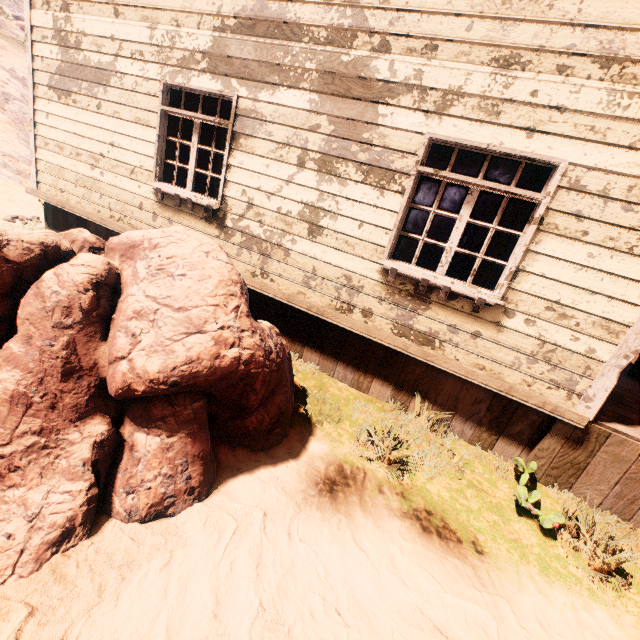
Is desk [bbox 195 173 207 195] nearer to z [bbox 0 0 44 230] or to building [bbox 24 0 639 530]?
building [bbox 24 0 639 530]

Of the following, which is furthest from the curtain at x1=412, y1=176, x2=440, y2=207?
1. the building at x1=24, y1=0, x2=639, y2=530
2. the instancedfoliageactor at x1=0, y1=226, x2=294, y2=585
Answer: the instancedfoliageactor at x1=0, y1=226, x2=294, y2=585

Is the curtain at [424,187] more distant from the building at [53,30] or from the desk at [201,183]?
the desk at [201,183]

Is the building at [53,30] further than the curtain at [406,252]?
No

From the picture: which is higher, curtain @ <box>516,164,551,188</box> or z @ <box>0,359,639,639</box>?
curtain @ <box>516,164,551,188</box>

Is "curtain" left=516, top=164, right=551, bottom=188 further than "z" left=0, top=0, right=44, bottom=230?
No

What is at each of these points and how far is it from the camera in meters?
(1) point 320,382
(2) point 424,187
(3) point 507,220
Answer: (1) z, 4.6 m
(2) curtain, 3.8 m
(3) curtain, 3.6 m
